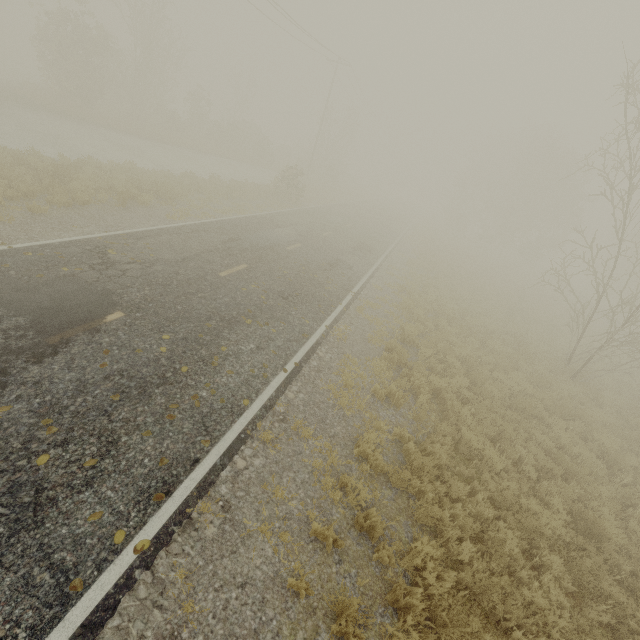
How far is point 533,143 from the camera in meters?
36.6 m
